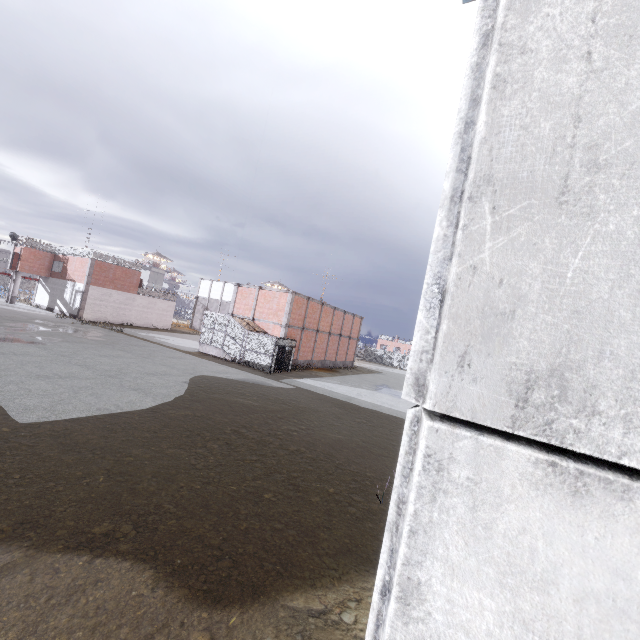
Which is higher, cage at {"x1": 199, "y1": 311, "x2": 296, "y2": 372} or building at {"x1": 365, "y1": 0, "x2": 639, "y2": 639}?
building at {"x1": 365, "y1": 0, "x2": 639, "y2": 639}

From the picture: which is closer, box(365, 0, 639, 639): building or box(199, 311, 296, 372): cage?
box(365, 0, 639, 639): building

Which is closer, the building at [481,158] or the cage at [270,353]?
the building at [481,158]

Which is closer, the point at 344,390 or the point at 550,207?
the point at 550,207

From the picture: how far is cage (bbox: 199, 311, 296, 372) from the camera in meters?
26.0

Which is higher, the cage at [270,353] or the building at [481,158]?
the building at [481,158]
